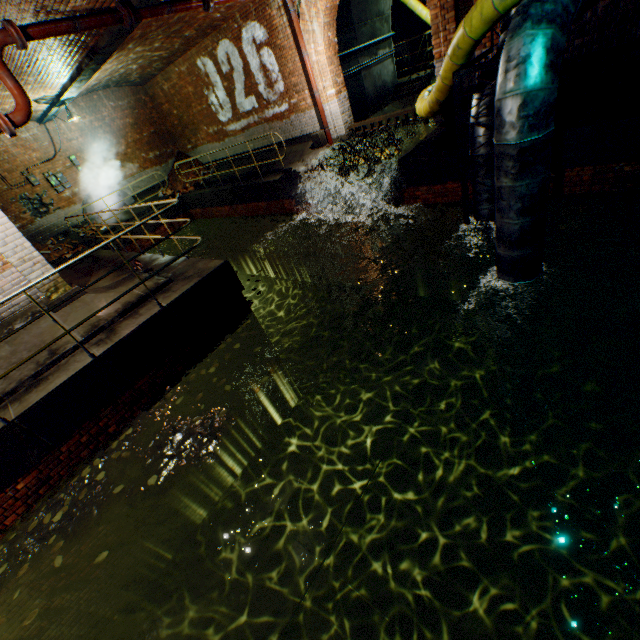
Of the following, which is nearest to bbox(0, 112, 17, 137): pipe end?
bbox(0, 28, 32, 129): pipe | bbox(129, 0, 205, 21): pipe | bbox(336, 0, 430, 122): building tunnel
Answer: bbox(0, 28, 32, 129): pipe

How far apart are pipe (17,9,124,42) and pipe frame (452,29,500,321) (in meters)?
6.21

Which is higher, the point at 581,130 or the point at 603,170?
the point at 581,130

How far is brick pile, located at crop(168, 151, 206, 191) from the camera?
15.8 meters

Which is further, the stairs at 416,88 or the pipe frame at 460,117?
the stairs at 416,88

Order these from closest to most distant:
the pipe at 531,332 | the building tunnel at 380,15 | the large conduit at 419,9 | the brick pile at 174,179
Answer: the pipe at 531,332 < the building tunnel at 380,15 < the large conduit at 419,9 < the brick pile at 174,179

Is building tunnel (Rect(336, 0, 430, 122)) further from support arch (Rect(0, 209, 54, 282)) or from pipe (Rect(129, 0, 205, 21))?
support arch (Rect(0, 209, 54, 282))

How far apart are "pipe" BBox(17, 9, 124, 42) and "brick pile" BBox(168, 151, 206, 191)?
9.8 meters
